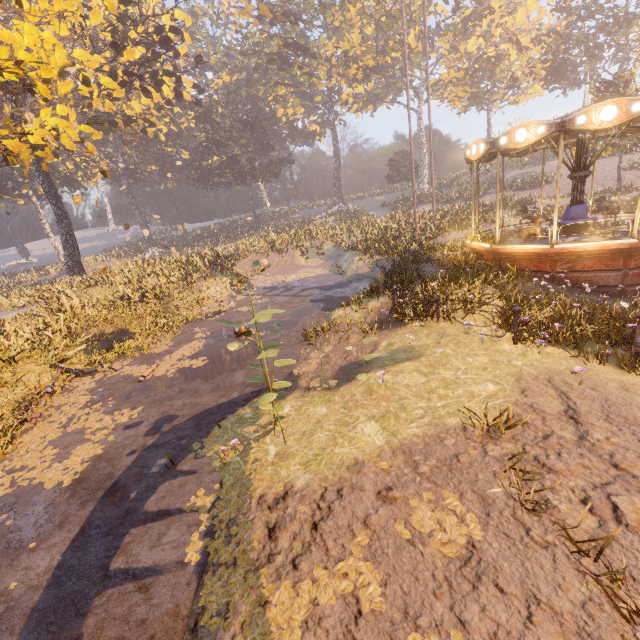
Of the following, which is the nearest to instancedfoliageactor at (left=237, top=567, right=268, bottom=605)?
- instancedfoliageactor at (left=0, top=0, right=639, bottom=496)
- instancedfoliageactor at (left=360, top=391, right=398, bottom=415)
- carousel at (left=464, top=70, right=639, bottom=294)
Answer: instancedfoliageactor at (left=360, top=391, right=398, bottom=415)

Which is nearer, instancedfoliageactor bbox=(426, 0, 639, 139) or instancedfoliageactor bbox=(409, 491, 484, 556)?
instancedfoliageactor bbox=(409, 491, 484, 556)

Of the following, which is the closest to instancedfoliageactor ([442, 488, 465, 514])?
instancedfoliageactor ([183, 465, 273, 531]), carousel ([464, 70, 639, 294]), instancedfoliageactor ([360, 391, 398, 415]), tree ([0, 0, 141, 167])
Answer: instancedfoliageactor ([183, 465, 273, 531])

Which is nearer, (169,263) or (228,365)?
(228,365)

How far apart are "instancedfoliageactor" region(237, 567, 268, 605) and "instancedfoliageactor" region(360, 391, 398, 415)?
1.91m

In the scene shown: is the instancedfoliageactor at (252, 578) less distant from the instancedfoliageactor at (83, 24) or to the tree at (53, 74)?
the tree at (53, 74)

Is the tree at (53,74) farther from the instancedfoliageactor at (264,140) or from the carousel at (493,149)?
the carousel at (493,149)

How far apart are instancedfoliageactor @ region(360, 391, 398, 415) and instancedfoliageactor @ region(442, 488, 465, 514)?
1.74m
